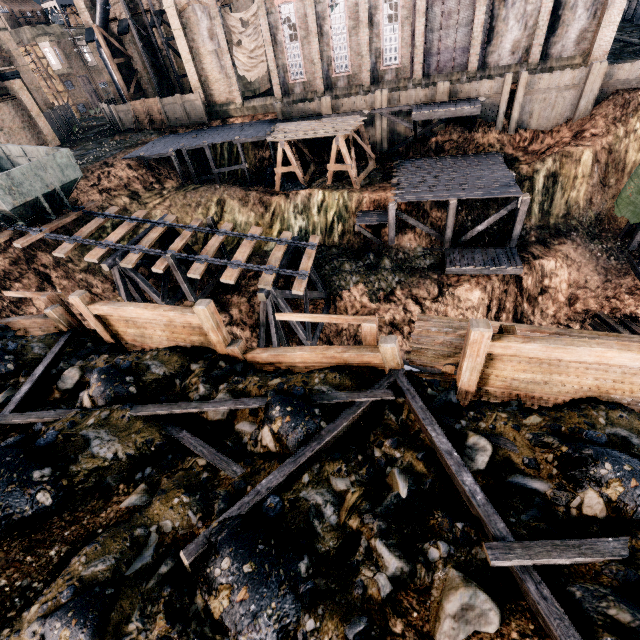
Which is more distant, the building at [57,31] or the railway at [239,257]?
the building at [57,31]

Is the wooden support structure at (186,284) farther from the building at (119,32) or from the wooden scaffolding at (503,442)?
the building at (119,32)

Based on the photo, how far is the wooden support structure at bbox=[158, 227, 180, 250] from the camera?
20.7m

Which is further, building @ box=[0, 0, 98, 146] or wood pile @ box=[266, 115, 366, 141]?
building @ box=[0, 0, 98, 146]

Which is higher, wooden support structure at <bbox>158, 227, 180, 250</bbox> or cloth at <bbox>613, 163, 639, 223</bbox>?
wooden support structure at <bbox>158, 227, 180, 250</bbox>

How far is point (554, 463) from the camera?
5.8m

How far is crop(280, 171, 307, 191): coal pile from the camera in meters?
28.4 m

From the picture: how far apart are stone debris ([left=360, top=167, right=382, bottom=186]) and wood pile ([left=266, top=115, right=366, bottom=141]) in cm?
346
